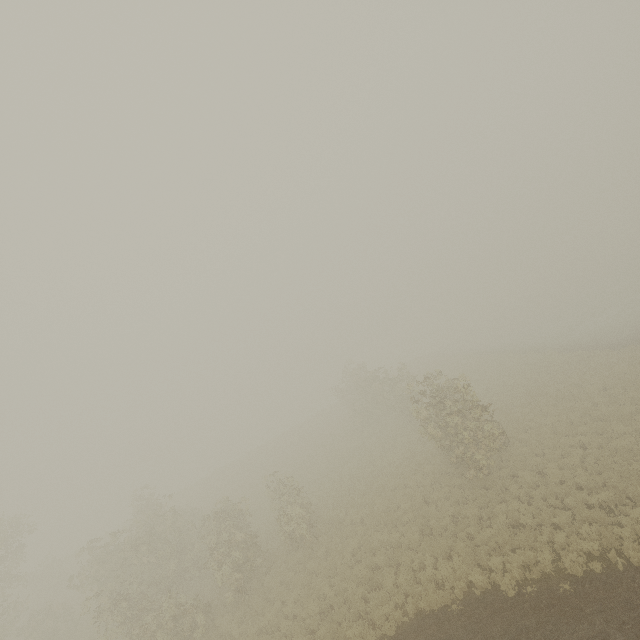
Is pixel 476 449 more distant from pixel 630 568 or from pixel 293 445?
pixel 293 445
